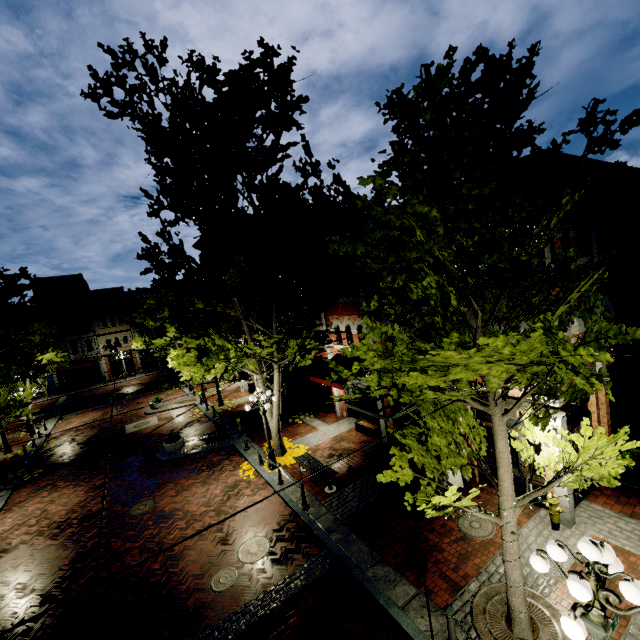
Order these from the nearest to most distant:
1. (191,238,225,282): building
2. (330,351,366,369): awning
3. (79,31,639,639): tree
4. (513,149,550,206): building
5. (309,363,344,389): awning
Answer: (79,31,639,639): tree
(513,149,550,206): building
(309,363,344,389): awning
(330,351,366,369): awning
(191,238,225,282): building

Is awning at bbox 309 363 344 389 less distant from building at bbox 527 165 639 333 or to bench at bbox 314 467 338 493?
building at bbox 527 165 639 333

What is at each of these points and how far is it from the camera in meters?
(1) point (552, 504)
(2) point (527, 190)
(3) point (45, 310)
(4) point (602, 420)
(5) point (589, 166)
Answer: (1) fire hydrant, 8.5 m
(2) building, 7.8 m
(3) tree, 25.8 m
(4) building, 10.0 m
(5) building, 9.2 m

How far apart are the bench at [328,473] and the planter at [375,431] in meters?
3.2

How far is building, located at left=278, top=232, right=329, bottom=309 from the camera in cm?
1833

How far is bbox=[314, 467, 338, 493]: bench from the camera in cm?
1166

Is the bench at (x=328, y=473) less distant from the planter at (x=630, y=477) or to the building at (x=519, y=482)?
the building at (x=519, y=482)
